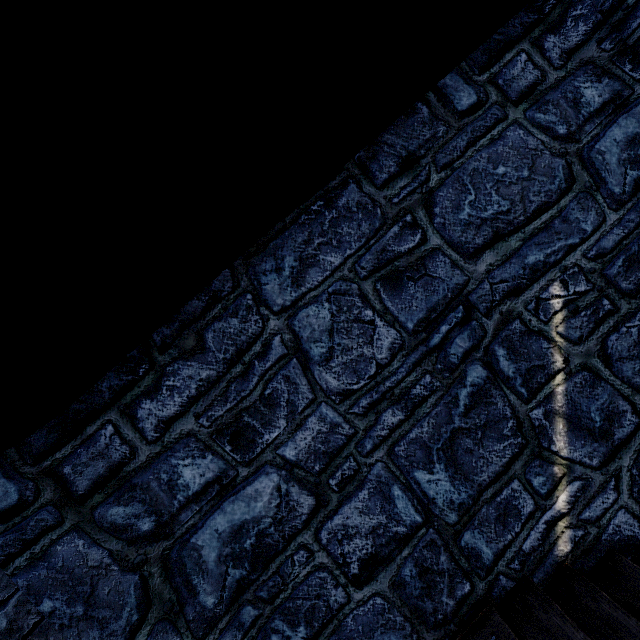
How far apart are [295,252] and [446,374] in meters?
1.6 m
